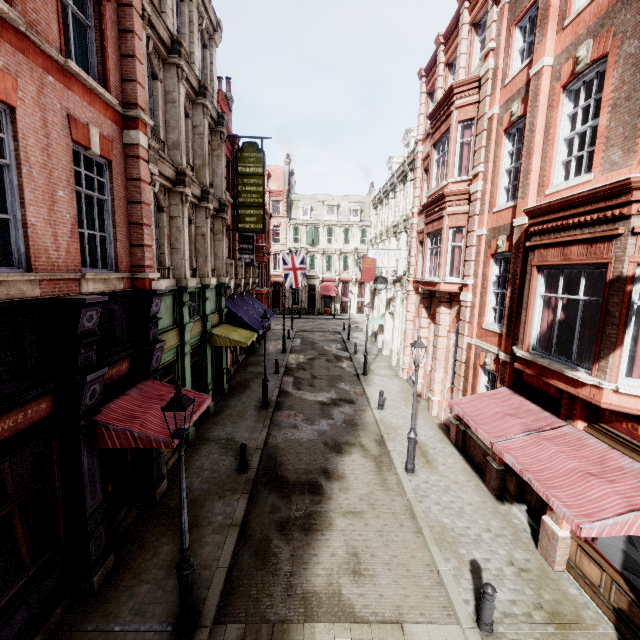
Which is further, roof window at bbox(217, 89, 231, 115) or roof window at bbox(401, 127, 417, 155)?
roof window at bbox(401, 127, 417, 155)

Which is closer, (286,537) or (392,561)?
(392,561)

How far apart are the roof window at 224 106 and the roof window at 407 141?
12.4 meters

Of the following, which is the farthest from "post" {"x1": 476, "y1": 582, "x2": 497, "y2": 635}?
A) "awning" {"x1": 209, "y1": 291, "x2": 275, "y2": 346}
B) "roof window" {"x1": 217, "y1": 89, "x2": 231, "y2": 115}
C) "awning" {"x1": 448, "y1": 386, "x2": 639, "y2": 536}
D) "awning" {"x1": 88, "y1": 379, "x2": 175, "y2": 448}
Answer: "roof window" {"x1": 217, "y1": 89, "x2": 231, "y2": 115}

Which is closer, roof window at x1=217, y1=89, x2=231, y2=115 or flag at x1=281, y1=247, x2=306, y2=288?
roof window at x1=217, y1=89, x2=231, y2=115

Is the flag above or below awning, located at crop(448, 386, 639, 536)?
above

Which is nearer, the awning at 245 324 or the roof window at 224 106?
the awning at 245 324

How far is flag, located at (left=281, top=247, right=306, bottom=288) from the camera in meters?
26.2 m
